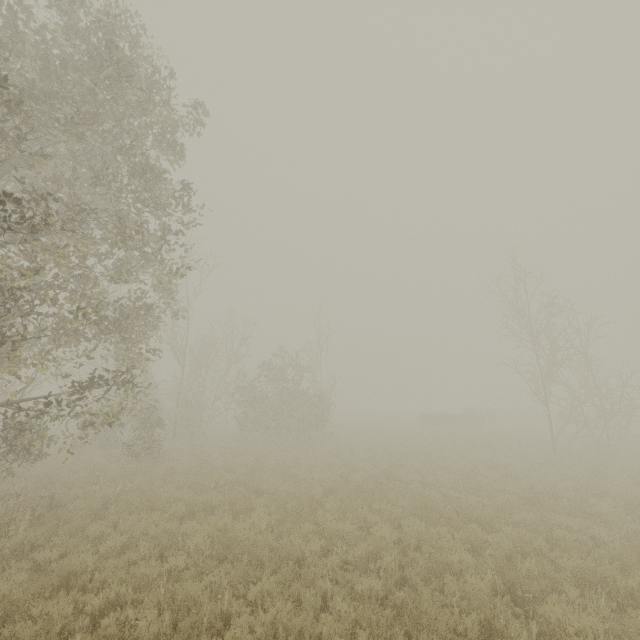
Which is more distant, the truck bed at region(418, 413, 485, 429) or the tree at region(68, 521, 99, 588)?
the truck bed at region(418, 413, 485, 429)

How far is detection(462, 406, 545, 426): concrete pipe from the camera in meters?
35.7 m

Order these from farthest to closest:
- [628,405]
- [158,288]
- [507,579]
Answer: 1. [628,405]
2. [158,288]
3. [507,579]

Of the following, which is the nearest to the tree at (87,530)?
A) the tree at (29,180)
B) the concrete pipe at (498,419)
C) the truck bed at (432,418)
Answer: the tree at (29,180)

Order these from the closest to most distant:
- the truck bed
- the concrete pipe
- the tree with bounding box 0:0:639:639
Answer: the tree with bounding box 0:0:639:639 → the truck bed → the concrete pipe

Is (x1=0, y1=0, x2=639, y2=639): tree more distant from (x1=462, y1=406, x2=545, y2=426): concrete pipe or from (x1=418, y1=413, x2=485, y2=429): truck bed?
(x1=462, y1=406, x2=545, y2=426): concrete pipe

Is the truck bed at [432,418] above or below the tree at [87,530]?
above

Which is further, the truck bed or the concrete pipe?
the concrete pipe
